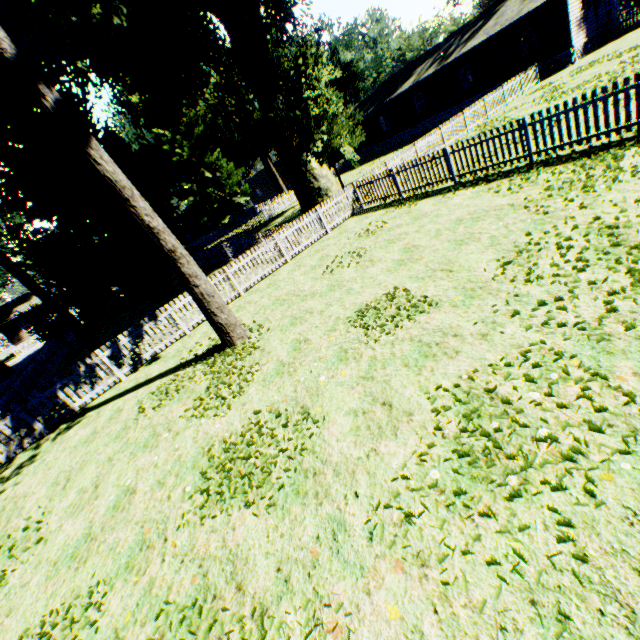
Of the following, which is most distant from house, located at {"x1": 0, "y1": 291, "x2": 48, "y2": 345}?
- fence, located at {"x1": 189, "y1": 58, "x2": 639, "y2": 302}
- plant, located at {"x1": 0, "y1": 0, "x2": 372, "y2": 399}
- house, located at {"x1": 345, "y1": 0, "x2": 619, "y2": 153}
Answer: house, located at {"x1": 345, "y1": 0, "x2": 619, "y2": 153}

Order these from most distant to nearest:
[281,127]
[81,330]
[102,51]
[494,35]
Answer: [494,35]
[281,127]
[102,51]
[81,330]

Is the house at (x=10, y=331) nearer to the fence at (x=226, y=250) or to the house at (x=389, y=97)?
→ the fence at (x=226, y=250)

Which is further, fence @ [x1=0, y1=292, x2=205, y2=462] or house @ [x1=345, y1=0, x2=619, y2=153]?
house @ [x1=345, y1=0, x2=619, y2=153]

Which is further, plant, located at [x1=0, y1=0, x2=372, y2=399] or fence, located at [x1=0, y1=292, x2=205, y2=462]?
fence, located at [x1=0, y1=292, x2=205, y2=462]

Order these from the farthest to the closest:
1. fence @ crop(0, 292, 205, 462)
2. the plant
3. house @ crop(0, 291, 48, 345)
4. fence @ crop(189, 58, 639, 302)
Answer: house @ crop(0, 291, 48, 345), fence @ crop(0, 292, 205, 462), fence @ crop(189, 58, 639, 302), the plant

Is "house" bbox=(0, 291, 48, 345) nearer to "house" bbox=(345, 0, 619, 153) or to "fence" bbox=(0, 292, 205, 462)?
"fence" bbox=(0, 292, 205, 462)

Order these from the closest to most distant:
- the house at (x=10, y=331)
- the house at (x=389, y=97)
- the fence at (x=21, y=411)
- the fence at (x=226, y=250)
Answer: the fence at (x=226, y=250) < the fence at (x=21, y=411) < the house at (x=389, y=97) < the house at (x=10, y=331)
